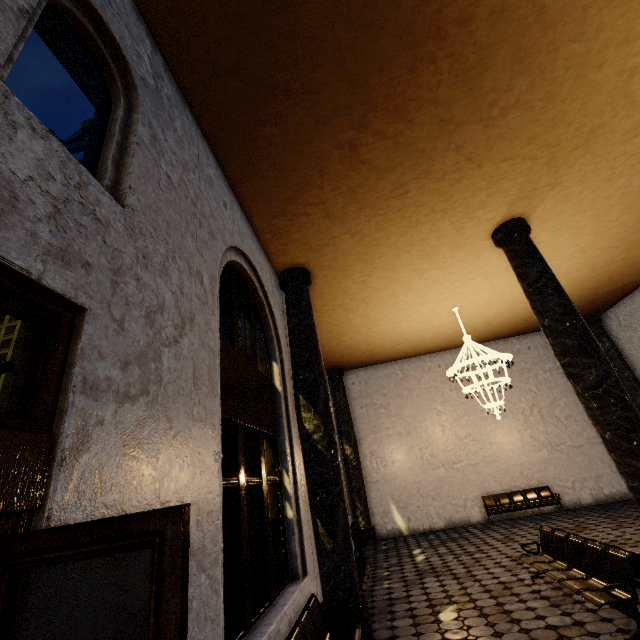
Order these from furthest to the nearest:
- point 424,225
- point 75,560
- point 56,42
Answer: point 424,225
point 56,42
point 75,560

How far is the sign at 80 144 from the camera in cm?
283

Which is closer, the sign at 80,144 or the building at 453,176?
the building at 453,176

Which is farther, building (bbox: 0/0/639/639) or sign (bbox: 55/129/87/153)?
sign (bbox: 55/129/87/153)

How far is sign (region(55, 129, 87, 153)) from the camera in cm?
283
